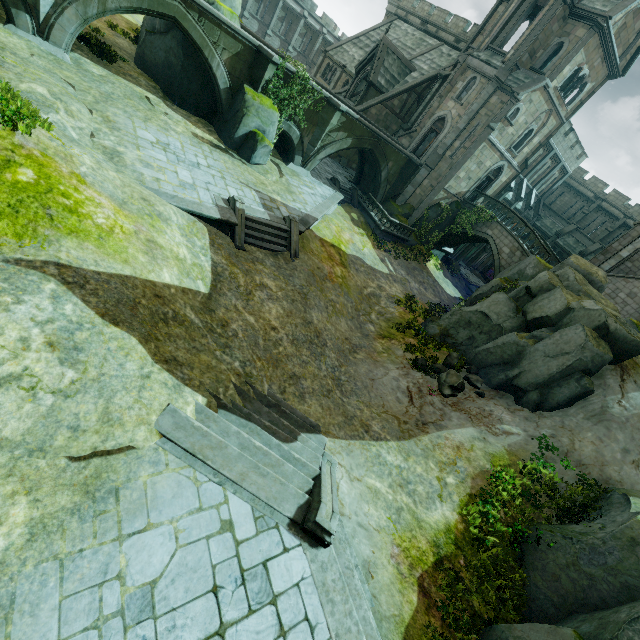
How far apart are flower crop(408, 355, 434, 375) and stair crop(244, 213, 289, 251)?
7.9 meters

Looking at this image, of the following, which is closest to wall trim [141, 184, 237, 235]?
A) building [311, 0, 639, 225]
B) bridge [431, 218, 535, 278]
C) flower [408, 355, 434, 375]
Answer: building [311, 0, 639, 225]

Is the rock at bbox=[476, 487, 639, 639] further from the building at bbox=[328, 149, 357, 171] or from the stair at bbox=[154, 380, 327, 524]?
the stair at bbox=[154, 380, 327, 524]

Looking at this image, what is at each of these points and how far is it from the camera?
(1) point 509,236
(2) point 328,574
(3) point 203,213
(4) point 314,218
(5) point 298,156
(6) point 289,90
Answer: (1) bridge, 26.3m
(2) wall trim, 6.3m
(3) wall trim, 12.5m
(4) wall trim, 18.7m
(5) bridge, 22.6m
(6) plant, 19.0m

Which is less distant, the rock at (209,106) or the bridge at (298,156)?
the rock at (209,106)

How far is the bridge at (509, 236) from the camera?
25.9 meters

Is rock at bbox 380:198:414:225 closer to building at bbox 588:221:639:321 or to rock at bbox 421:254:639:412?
building at bbox 588:221:639:321

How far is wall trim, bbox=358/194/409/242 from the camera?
26.3m
